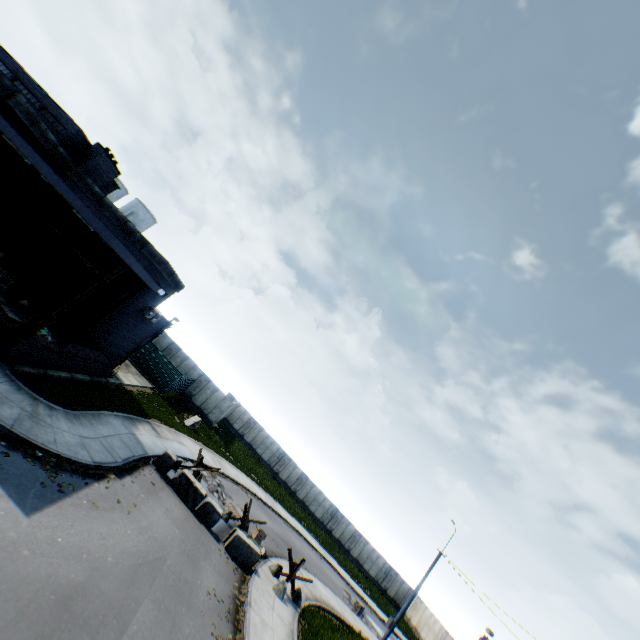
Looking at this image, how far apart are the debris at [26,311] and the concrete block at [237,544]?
13.39m

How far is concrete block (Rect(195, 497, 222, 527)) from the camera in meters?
15.8 m

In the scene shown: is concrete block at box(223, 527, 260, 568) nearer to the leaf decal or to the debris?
the leaf decal

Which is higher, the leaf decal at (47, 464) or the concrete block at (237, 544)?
the concrete block at (237, 544)

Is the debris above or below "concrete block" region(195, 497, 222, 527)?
above

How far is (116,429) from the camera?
15.3 meters

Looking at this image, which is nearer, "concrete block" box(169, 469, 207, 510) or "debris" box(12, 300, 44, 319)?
"debris" box(12, 300, 44, 319)

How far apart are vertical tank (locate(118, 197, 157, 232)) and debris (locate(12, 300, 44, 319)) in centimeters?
3454cm
